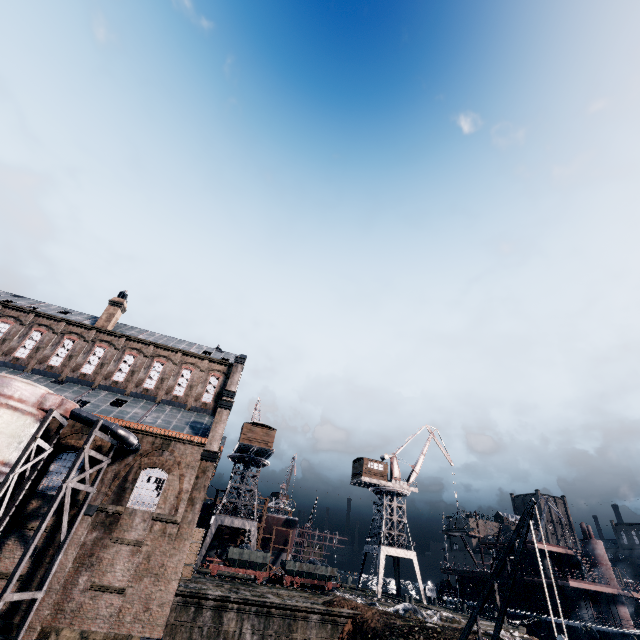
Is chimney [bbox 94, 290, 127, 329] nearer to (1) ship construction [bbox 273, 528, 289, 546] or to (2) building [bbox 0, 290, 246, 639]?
(2) building [bbox 0, 290, 246, 639]

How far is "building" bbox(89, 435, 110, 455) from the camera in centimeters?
2445cm

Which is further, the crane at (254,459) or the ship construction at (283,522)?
the ship construction at (283,522)

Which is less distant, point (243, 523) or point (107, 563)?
point (107, 563)

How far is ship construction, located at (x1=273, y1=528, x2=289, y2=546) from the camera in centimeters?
5350cm

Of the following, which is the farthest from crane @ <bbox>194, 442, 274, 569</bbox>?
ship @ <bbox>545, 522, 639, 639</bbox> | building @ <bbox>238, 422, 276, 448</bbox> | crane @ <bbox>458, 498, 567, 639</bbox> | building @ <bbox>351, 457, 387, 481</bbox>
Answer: crane @ <bbox>458, 498, 567, 639</bbox>

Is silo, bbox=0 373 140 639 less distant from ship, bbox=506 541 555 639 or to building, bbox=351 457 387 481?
building, bbox=351 457 387 481

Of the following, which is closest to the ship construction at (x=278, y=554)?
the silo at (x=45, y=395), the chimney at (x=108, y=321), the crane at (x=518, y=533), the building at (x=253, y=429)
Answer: the building at (x=253, y=429)
